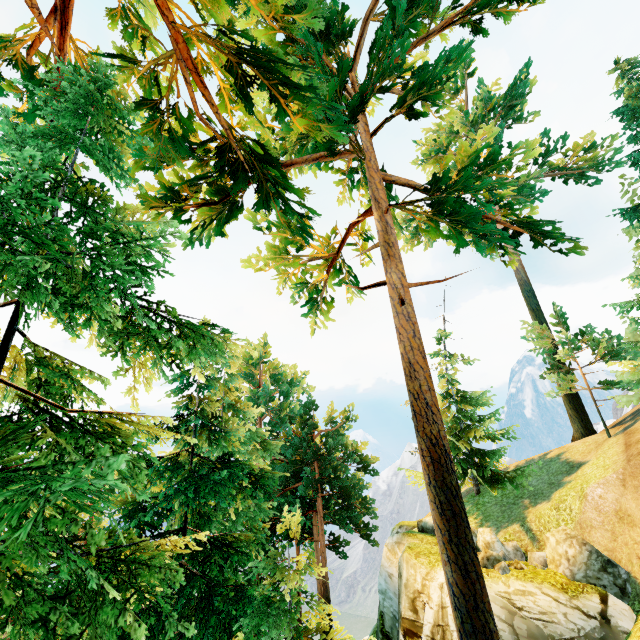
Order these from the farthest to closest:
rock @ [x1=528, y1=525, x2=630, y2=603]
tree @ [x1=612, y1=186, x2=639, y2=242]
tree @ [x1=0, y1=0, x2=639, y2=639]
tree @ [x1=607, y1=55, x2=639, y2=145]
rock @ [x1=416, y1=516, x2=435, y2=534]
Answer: tree @ [x1=607, y1=55, x2=639, y2=145] → tree @ [x1=612, y1=186, x2=639, y2=242] → rock @ [x1=416, y1=516, x2=435, y2=534] → rock @ [x1=528, y1=525, x2=630, y2=603] → tree @ [x1=0, y1=0, x2=639, y2=639]

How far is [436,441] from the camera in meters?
5.4 m

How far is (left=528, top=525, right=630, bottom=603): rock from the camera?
11.3m

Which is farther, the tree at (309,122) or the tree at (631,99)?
the tree at (631,99)

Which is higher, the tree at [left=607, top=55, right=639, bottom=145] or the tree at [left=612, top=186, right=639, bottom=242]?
the tree at [left=607, top=55, right=639, bottom=145]

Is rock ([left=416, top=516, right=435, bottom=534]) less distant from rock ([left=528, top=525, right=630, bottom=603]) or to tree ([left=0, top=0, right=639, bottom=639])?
tree ([left=0, top=0, right=639, bottom=639])
